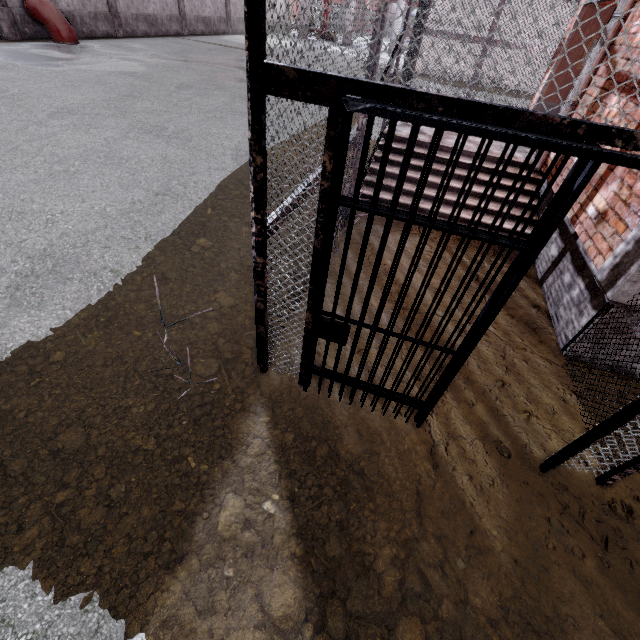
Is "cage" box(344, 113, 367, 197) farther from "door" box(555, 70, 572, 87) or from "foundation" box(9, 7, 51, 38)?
"foundation" box(9, 7, 51, 38)

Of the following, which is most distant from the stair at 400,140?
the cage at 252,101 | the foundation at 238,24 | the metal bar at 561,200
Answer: the foundation at 238,24

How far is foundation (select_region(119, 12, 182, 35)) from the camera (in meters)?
17.98

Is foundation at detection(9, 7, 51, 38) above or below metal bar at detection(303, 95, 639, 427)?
below

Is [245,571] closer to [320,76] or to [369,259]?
[320,76]

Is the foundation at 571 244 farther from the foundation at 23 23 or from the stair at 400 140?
the foundation at 23 23

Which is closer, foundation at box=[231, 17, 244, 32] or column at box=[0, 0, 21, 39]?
column at box=[0, 0, 21, 39]

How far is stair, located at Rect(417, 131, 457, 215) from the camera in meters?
5.6
